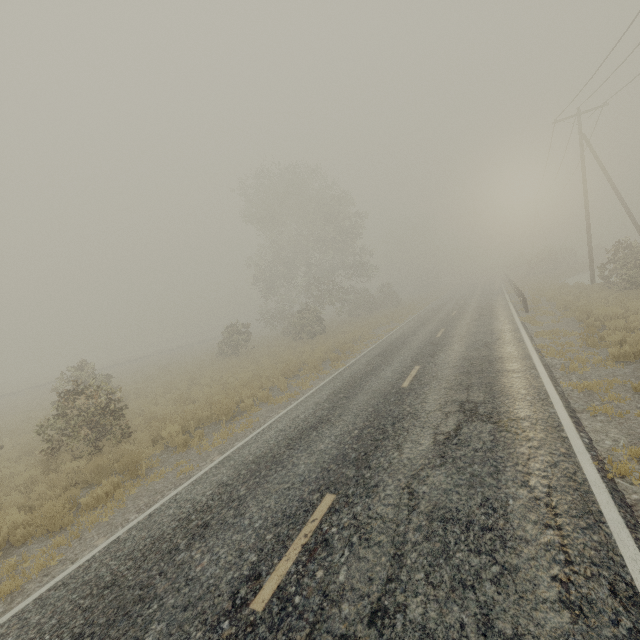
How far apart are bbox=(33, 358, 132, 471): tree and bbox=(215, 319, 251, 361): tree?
13.79m

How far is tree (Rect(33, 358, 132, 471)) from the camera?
9.86m

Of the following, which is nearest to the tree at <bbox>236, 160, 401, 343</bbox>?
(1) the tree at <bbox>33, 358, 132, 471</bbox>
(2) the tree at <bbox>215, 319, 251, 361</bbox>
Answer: (2) the tree at <bbox>215, 319, 251, 361</bbox>

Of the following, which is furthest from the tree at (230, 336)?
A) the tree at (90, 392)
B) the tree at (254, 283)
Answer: the tree at (90, 392)

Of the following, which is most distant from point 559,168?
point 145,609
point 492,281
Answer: point 145,609

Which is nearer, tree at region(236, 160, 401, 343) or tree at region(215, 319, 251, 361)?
tree at region(215, 319, 251, 361)

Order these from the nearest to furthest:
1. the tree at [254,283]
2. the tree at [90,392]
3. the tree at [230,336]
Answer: the tree at [90,392] < the tree at [230,336] < the tree at [254,283]
